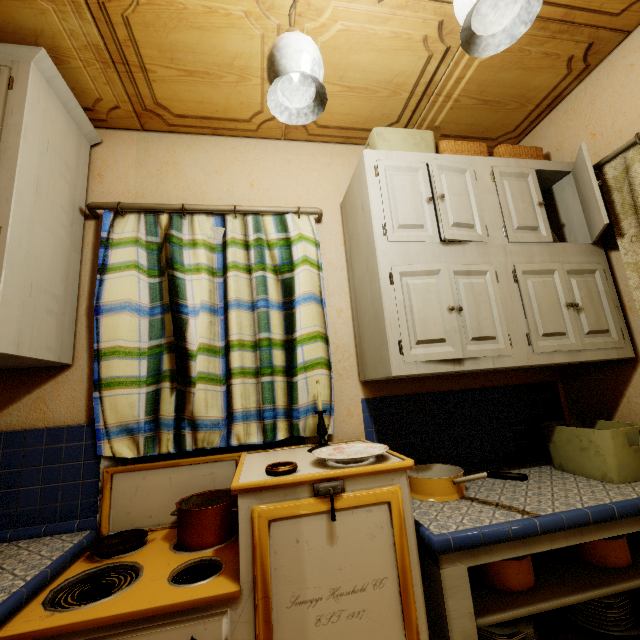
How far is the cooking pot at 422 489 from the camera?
1.2 meters

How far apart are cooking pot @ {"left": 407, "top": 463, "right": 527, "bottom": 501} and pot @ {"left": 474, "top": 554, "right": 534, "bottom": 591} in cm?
20

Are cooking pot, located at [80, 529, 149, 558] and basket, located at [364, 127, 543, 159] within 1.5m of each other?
no

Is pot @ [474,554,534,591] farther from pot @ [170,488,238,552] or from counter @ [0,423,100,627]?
counter @ [0,423,100,627]

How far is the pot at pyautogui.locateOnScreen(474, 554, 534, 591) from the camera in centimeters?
122cm

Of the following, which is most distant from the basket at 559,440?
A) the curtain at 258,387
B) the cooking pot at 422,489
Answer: the curtain at 258,387

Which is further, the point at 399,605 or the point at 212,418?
the point at 212,418

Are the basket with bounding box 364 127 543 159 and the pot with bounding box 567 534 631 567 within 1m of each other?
no
